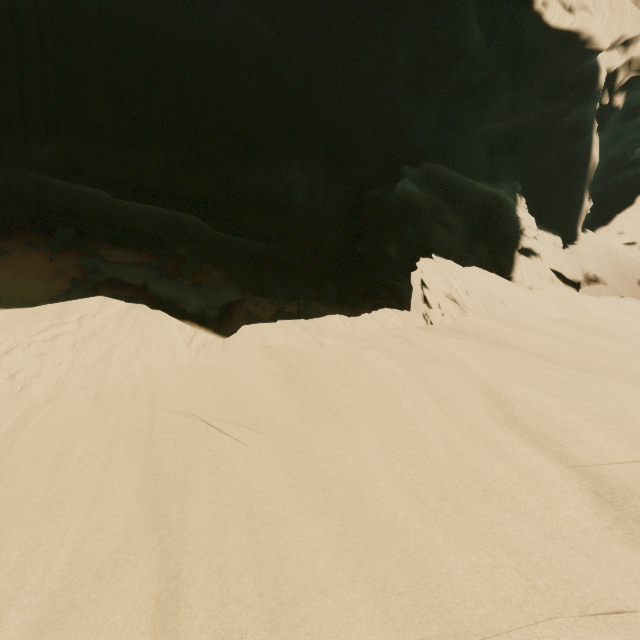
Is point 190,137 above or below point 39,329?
above
